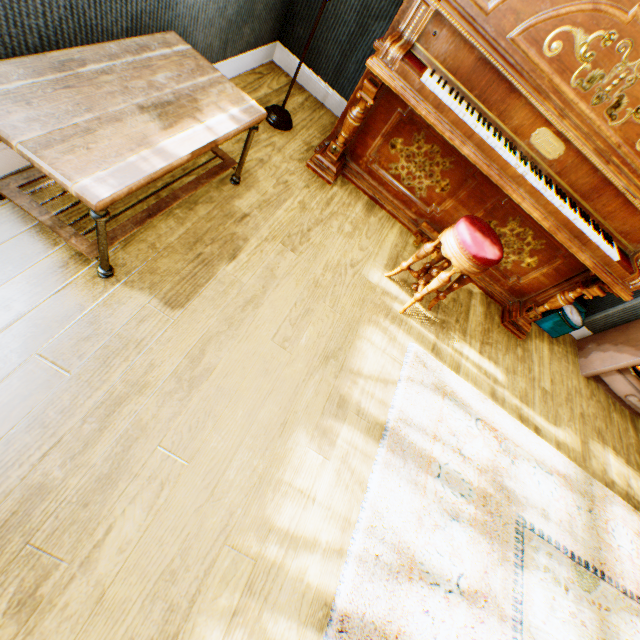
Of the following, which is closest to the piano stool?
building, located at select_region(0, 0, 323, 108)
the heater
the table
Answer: building, located at select_region(0, 0, 323, 108)

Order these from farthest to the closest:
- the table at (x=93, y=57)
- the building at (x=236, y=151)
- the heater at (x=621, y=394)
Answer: the heater at (x=621, y=394), the building at (x=236, y=151), the table at (x=93, y=57)

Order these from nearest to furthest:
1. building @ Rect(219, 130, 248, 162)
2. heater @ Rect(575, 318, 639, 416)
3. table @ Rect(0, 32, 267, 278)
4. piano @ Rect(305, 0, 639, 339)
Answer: table @ Rect(0, 32, 267, 278) → piano @ Rect(305, 0, 639, 339) → building @ Rect(219, 130, 248, 162) → heater @ Rect(575, 318, 639, 416)

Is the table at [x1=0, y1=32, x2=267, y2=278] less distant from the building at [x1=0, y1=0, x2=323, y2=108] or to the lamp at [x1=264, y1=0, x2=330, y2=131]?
the building at [x1=0, y1=0, x2=323, y2=108]

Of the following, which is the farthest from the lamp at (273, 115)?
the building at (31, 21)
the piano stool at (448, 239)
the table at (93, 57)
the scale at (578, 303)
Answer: the scale at (578, 303)

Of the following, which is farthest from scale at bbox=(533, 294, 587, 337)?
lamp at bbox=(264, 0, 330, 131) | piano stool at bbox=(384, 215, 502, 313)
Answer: lamp at bbox=(264, 0, 330, 131)

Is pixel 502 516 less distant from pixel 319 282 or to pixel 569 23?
pixel 319 282

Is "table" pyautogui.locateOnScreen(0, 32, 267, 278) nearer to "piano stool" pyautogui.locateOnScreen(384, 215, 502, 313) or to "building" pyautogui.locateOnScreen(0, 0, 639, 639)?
"building" pyautogui.locateOnScreen(0, 0, 639, 639)
